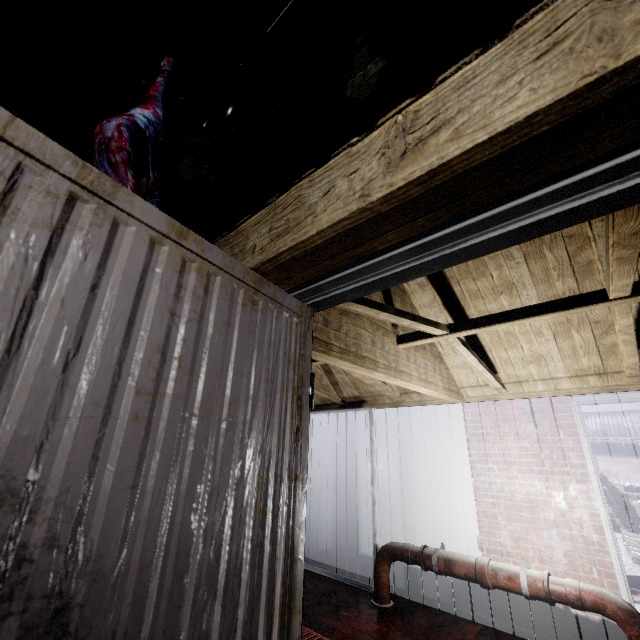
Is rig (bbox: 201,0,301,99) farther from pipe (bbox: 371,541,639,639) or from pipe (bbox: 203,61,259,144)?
pipe (bbox: 371,541,639,639)

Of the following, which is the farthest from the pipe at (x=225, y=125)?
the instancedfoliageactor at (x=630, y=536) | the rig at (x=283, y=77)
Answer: the instancedfoliageactor at (x=630, y=536)

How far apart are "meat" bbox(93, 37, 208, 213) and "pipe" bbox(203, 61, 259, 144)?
0.4 meters

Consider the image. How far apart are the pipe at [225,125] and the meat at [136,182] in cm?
42

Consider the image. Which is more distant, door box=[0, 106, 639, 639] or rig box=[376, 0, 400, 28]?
rig box=[376, 0, 400, 28]

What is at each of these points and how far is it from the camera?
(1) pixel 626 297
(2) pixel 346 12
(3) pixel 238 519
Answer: (1) beam, 1.9 meters
(2) rig, 1.2 meters
(3) door, 0.7 meters

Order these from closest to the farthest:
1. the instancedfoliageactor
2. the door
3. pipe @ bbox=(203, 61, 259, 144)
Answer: the door, pipe @ bbox=(203, 61, 259, 144), the instancedfoliageactor

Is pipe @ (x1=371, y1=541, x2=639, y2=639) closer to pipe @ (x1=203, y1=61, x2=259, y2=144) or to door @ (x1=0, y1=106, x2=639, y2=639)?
door @ (x1=0, y1=106, x2=639, y2=639)
